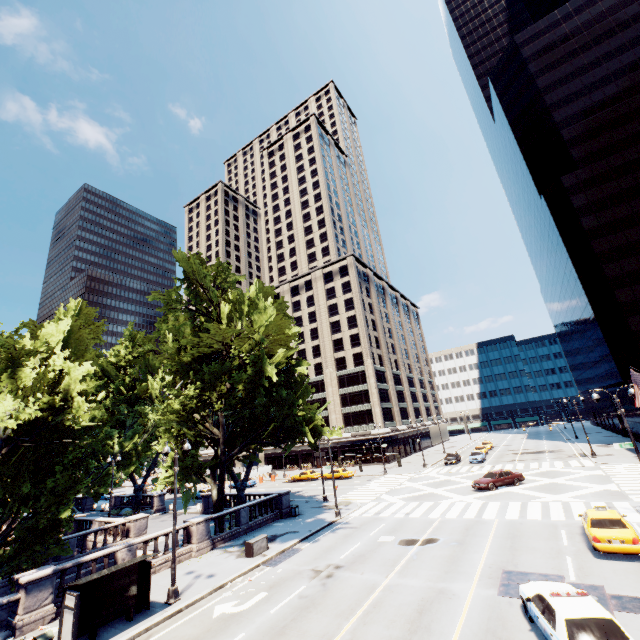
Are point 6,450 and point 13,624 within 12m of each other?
yes

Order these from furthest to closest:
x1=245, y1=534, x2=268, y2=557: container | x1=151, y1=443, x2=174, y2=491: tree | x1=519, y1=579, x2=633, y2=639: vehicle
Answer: x1=151, y1=443, x2=174, y2=491: tree
x1=245, y1=534, x2=268, y2=557: container
x1=519, y1=579, x2=633, y2=639: vehicle

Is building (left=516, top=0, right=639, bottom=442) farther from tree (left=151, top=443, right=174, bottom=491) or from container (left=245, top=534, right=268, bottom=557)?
container (left=245, top=534, right=268, bottom=557)

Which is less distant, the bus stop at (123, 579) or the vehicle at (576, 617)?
the vehicle at (576, 617)

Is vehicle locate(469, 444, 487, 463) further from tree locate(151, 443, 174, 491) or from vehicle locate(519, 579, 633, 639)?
vehicle locate(519, 579, 633, 639)

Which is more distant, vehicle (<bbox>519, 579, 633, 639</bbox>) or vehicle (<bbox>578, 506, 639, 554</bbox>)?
vehicle (<bbox>578, 506, 639, 554</bbox>)

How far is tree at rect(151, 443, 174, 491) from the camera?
23.5m

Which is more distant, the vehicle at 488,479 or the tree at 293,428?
the vehicle at 488,479
